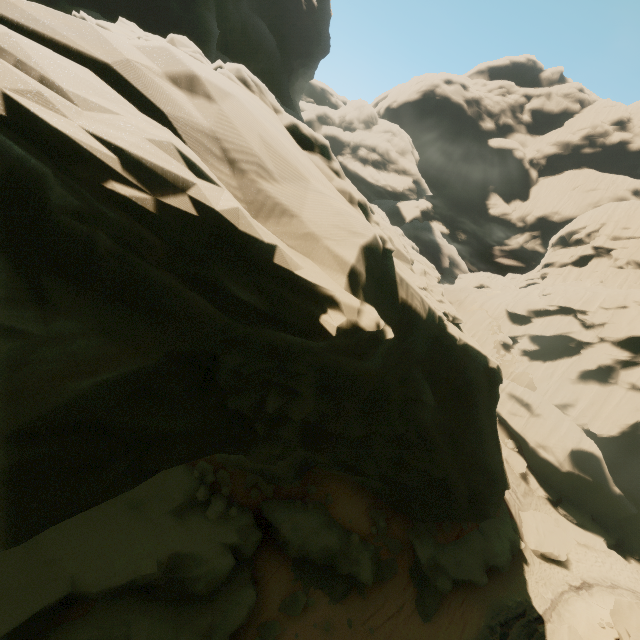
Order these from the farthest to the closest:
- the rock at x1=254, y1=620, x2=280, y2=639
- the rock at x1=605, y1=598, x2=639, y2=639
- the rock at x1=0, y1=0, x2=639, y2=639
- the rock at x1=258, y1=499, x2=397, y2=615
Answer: the rock at x1=605, y1=598, x2=639, y2=639 → the rock at x1=258, y1=499, x2=397, y2=615 → the rock at x1=254, y1=620, x2=280, y2=639 → the rock at x1=0, y1=0, x2=639, y2=639

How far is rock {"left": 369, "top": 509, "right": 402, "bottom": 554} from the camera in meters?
15.9 m

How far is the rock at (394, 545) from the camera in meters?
15.9 m

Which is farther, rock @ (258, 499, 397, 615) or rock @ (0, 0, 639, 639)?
rock @ (258, 499, 397, 615)

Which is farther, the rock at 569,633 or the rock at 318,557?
the rock at 569,633

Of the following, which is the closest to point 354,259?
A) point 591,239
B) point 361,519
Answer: point 361,519
